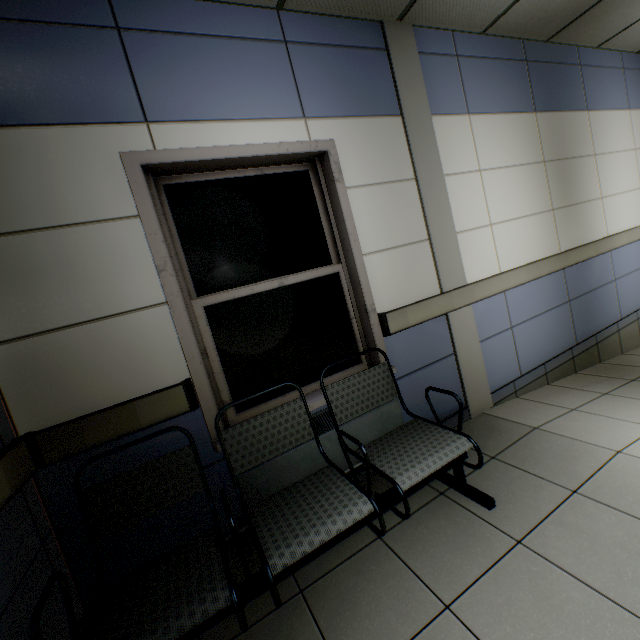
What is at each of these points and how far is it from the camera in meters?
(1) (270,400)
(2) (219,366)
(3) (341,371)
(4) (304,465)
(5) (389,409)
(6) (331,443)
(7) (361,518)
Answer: (1) window, 2.2
(2) window, 2.1
(3) window, 2.4
(4) radiator, 2.0
(5) radiator, 2.3
(6) radiator, 2.1
(7) chair, 1.4

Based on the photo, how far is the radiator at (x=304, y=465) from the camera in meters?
1.9 m

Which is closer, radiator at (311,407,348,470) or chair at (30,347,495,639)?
chair at (30,347,495,639)

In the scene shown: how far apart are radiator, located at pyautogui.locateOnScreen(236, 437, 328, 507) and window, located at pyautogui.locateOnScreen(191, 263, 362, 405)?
0.2m

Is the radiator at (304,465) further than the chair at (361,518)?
Yes

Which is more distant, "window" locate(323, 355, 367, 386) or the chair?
"window" locate(323, 355, 367, 386)
